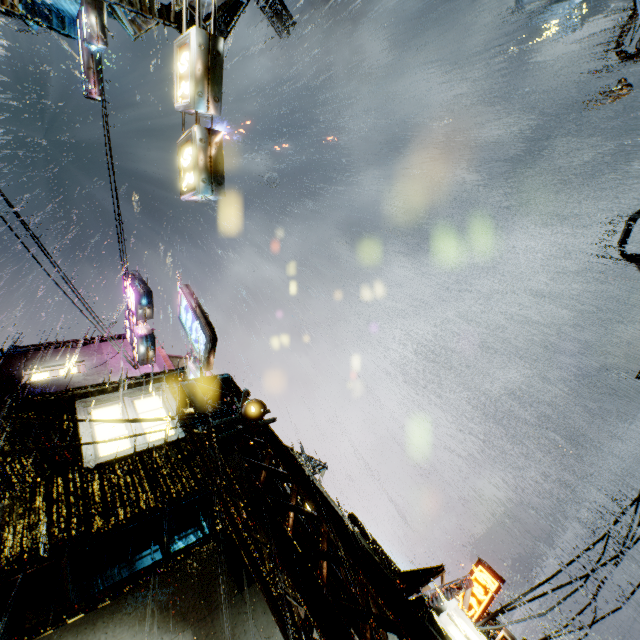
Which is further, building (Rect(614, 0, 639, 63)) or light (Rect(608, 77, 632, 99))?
light (Rect(608, 77, 632, 99))

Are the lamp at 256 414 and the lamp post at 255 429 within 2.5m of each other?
yes

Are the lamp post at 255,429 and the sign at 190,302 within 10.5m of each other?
yes

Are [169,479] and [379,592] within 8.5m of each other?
yes

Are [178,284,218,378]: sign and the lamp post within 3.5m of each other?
yes

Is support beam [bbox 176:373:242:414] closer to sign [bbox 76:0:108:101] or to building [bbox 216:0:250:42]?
building [bbox 216:0:250:42]

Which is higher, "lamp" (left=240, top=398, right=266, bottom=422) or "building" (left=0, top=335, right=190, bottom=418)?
"building" (left=0, top=335, right=190, bottom=418)
